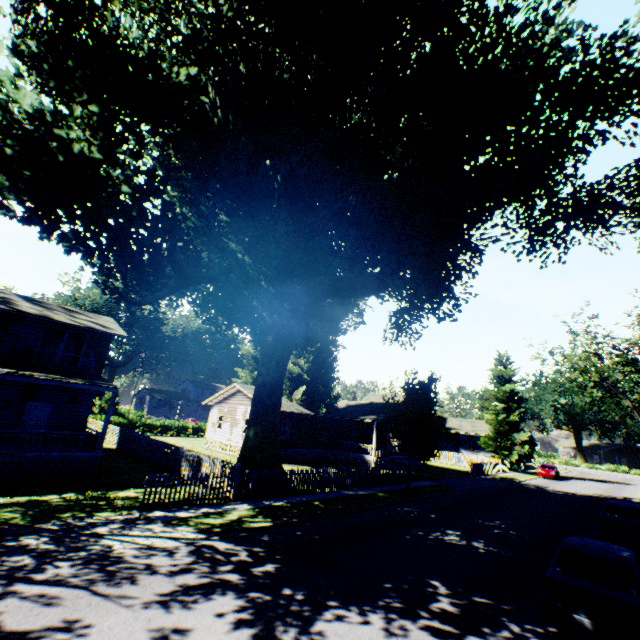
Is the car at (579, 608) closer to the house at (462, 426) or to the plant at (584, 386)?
the plant at (584, 386)

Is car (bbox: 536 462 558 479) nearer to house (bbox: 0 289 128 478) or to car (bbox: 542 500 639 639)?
house (bbox: 0 289 128 478)

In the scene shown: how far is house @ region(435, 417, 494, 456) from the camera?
48.7m

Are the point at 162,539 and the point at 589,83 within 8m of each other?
no

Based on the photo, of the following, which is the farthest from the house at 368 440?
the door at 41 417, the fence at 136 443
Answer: the fence at 136 443

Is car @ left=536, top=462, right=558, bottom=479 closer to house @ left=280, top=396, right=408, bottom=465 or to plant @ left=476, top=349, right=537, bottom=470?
plant @ left=476, top=349, right=537, bottom=470

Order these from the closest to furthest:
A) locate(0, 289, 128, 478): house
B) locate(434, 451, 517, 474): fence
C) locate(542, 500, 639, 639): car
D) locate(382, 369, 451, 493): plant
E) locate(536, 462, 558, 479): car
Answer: locate(542, 500, 639, 639): car, locate(0, 289, 128, 478): house, locate(382, 369, 451, 493): plant, locate(434, 451, 517, 474): fence, locate(536, 462, 558, 479): car

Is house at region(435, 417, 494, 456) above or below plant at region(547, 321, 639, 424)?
below
